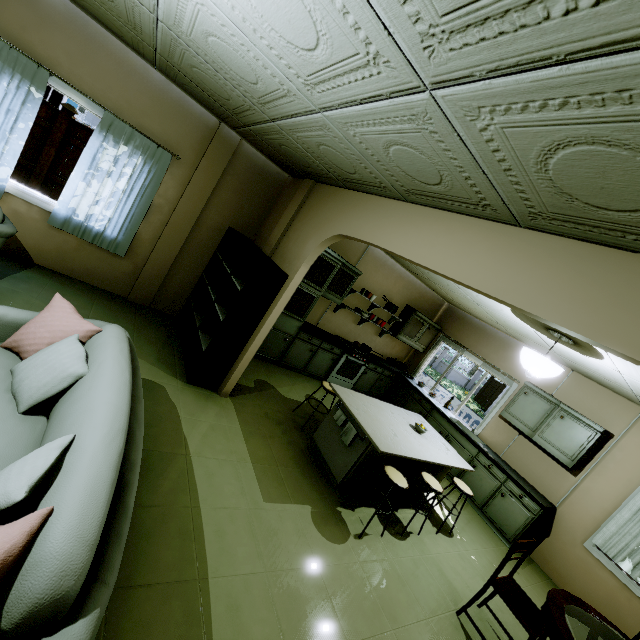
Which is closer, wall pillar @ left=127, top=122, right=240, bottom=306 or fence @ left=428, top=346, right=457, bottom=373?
wall pillar @ left=127, top=122, right=240, bottom=306

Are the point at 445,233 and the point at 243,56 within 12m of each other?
yes

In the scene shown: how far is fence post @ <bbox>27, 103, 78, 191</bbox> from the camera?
7.4 meters

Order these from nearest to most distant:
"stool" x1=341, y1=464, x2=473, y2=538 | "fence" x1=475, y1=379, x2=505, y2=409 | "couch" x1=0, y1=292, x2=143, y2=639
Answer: "couch" x1=0, y1=292, x2=143, y2=639
"stool" x1=341, y1=464, x2=473, y2=538
"fence" x1=475, y1=379, x2=505, y2=409

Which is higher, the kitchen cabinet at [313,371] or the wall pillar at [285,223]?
the wall pillar at [285,223]

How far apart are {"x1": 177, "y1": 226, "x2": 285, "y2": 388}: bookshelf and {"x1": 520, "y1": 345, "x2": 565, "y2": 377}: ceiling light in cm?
290

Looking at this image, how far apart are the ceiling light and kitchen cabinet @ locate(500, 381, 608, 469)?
2.2 meters

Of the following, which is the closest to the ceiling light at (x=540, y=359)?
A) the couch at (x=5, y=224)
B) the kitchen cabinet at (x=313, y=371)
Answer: the kitchen cabinet at (x=313, y=371)
